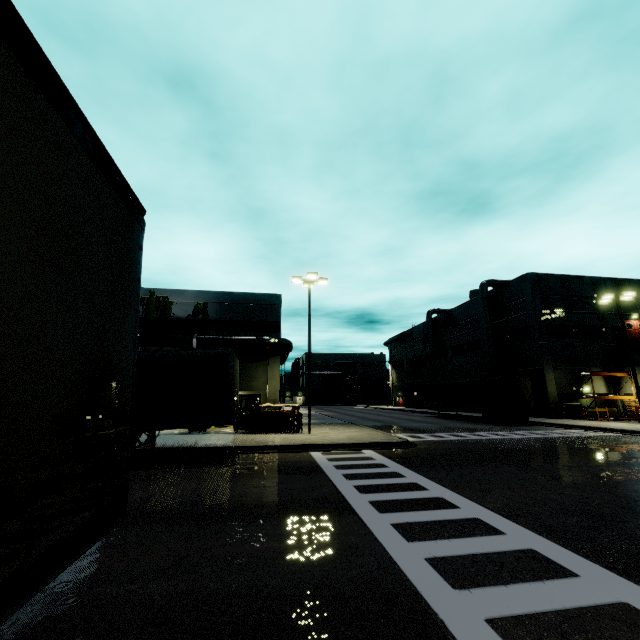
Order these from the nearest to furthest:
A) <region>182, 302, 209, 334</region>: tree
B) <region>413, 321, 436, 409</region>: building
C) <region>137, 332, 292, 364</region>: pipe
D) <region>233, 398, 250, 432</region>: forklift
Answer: <region>233, 398, 250, 432</region>: forklift
<region>137, 332, 292, 364</region>: pipe
<region>182, 302, 209, 334</region>: tree
<region>413, 321, 436, 409</region>: building

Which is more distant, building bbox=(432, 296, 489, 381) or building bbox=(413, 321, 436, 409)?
building bbox=(413, 321, 436, 409)

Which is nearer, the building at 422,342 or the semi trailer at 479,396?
the semi trailer at 479,396

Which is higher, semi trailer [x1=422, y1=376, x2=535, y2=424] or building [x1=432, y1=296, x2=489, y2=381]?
building [x1=432, y1=296, x2=489, y2=381]

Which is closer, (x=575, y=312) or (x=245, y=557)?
(x=245, y=557)

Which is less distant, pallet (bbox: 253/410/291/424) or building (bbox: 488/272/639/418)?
pallet (bbox: 253/410/291/424)

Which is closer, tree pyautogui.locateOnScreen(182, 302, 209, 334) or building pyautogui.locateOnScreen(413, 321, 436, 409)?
tree pyautogui.locateOnScreen(182, 302, 209, 334)

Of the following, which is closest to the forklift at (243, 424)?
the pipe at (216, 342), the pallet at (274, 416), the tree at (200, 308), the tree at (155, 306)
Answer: the pallet at (274, 416)
